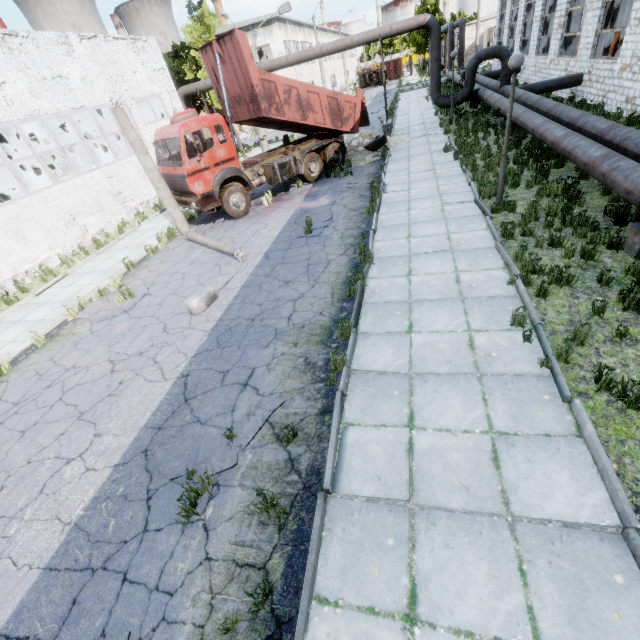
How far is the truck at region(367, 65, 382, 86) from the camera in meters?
56.5 m

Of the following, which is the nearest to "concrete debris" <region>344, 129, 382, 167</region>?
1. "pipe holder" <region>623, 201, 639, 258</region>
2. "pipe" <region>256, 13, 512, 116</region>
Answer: "pipe" <region>256, 13, 512, 116</region>

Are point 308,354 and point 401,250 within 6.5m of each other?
yes

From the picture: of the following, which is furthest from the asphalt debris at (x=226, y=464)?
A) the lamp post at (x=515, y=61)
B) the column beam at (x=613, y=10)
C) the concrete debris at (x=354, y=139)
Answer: the column beam at (x=613, y=10)

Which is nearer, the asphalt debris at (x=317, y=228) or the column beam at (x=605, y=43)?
the asphalt debris at (x=317, y=228)

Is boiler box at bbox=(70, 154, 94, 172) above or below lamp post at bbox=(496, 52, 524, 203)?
below

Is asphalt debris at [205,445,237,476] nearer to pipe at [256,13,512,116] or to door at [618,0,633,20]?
pipe at [256,13,512,116]

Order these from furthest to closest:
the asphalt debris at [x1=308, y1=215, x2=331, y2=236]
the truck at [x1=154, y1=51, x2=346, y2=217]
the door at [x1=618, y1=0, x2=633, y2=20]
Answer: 1. the door at [x1=618, y1=0, x2=633, y2=20]
2. the truck at [x1=154, y1=51, x2=346, y2=217]
3. the asphalt debris at [x1=308, y1=215, x2=331, y2=236]
